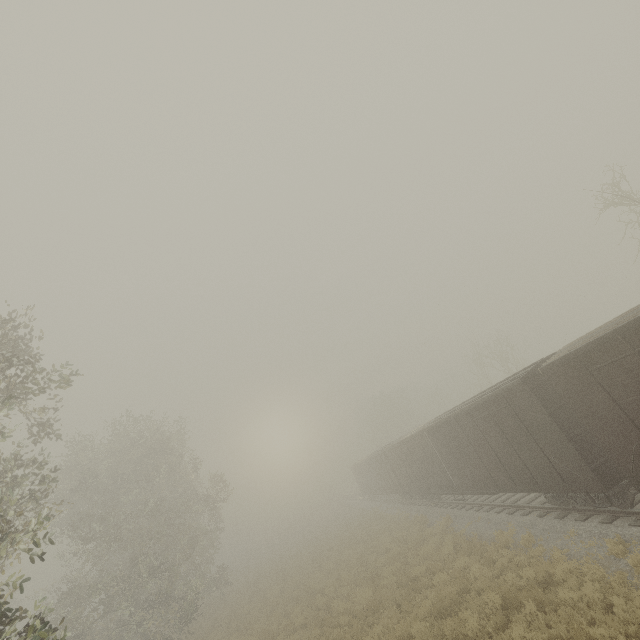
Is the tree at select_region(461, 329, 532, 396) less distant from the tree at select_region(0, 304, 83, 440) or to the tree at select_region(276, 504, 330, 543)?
the tree at select_region(276, 504, 330, 543)

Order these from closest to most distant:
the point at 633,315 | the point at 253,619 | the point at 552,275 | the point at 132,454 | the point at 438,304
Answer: the point at 633,315
the point at 253,619
the point at 438,304
the point at 132,454
the point at 552,275

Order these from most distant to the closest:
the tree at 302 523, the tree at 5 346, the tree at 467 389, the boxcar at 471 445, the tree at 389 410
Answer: the tree at 389 410
the tree at 302 523
the tree at 467 389
the tree at 5 346
the boxcar at 471 445

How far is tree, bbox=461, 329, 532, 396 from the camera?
30.83m

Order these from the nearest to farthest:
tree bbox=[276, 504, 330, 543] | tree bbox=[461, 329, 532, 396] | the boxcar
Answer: the boxcar
tree bbox=[461, 329, 532, 396]
tree bbox=[276, 504, 330, 543]

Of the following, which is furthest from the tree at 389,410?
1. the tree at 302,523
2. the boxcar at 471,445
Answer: the boxcar at 471,445

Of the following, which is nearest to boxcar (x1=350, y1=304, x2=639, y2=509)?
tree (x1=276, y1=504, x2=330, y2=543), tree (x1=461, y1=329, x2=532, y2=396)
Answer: tree (x1=461, y1=329, x2=532, y2=396)

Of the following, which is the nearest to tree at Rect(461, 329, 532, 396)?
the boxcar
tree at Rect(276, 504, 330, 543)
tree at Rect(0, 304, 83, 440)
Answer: tree at Rect(276, 504, 330, 543)
